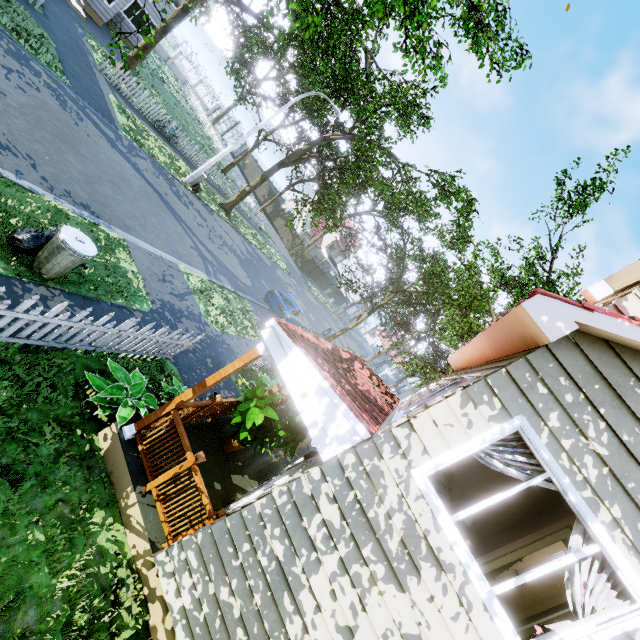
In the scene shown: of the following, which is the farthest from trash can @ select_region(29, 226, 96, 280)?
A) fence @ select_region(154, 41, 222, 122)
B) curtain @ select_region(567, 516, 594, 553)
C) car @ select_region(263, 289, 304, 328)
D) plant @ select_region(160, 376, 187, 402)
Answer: car @ select_region(263, 289, 304, 328)

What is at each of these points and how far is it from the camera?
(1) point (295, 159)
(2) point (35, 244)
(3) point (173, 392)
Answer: (1) tree, 30.1m
(2) trash bag, 5.8m
(3) plant, 6.5m

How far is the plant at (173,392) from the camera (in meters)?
6.51

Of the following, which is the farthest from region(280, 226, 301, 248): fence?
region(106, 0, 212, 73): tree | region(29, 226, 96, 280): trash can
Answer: region(29, 226, 96, 280): trash can

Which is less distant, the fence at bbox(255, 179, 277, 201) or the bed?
the bed

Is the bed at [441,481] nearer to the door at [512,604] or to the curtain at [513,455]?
the curtain at [513,455]

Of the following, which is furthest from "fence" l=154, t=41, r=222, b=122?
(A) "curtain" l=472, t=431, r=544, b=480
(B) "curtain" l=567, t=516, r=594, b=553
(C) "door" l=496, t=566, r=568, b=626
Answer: (C) "door" l=496, t=566, r=568, b=626

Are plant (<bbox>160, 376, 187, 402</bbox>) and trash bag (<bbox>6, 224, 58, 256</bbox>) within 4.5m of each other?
yes
